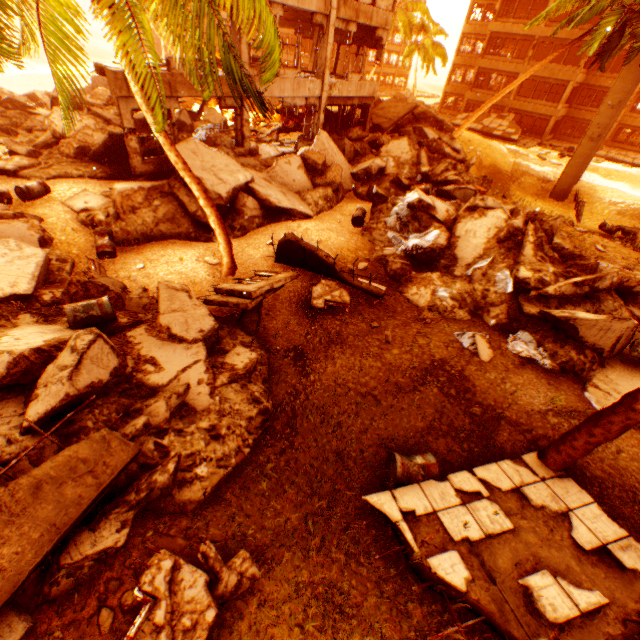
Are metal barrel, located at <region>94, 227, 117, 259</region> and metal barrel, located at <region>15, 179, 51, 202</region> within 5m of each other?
yes

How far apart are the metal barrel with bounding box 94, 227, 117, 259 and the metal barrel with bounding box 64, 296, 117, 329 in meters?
3.8 m

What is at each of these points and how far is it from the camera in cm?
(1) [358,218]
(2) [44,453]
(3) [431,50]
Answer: (1) metal barrel, 1291
(2) rock pile, 459
(3) rubble, 3039

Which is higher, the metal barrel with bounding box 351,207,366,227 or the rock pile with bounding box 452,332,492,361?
the metal barrel with bounding box 351,207,366,227

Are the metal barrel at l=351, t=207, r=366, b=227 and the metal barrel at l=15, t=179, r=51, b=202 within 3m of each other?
no

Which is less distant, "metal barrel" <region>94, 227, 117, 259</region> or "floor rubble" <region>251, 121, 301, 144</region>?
"metal barrel" <region>94, 227, 117, 259</region>

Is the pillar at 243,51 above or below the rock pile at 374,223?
above

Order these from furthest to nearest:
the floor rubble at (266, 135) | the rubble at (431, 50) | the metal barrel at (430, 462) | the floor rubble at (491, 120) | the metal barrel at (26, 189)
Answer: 1. the floor rubble at (491, 120)
2. the rubble at (431, 50)
3. the floor rubble at (266, 135)
4. the metal barrel at (26, 189)
5. the metal barrel at (430, 462)
